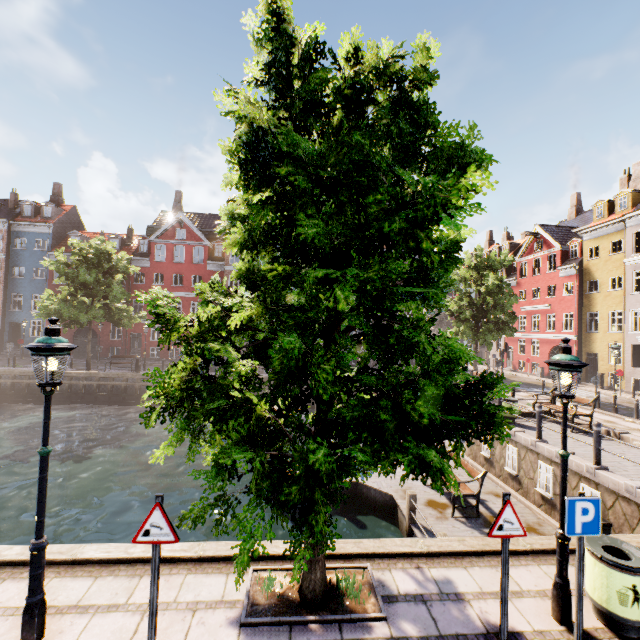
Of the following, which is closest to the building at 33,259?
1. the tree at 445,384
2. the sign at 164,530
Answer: the tree at 445,384

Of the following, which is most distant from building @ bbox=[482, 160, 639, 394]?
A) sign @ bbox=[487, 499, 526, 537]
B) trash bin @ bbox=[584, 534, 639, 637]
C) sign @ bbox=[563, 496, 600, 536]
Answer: sign @ bbox=[487, 499, 526, 537]

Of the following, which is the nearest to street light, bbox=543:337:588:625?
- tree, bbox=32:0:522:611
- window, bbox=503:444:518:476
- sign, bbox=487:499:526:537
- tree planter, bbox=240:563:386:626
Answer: tree, bbox=32:0:522:611

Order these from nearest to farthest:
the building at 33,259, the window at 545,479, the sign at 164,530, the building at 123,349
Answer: the sign at 164,530, the window at 545,479, the building at 33,259, the building at 123,349

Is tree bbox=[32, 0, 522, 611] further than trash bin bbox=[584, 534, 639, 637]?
No

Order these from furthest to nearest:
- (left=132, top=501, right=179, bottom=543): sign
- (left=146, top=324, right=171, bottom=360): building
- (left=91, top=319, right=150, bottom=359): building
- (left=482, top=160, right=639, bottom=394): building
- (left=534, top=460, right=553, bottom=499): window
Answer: (left=146, top=324, right=171, bottom=360): building
(left=91, top=319, right=150, bottom=359): building
(left=482, top=160, right=639, bottom=394): building
(left=534, top=460, right=553, bottom=499): window
(left=132, top=501, right=179, bottom=543): sign

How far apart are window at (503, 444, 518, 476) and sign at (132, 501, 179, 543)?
11.45m

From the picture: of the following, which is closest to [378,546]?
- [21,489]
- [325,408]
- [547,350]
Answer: [325,408]
